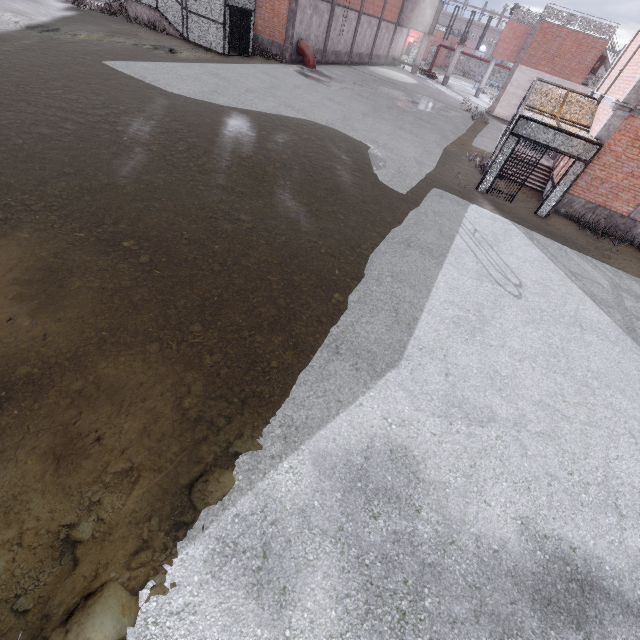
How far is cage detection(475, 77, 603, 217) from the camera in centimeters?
1173cm

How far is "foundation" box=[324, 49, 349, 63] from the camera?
29.4m

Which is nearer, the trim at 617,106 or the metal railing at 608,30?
the trim at 617,106

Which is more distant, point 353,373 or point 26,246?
point 26,246

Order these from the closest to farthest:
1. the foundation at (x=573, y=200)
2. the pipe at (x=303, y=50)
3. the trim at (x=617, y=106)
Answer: the trim at (x=617, y=106) → the foundation at (x=573, y=200) → the pipe at (x=303, y=50)

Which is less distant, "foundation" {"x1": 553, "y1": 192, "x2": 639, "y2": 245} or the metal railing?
"foundation" {"x1": 553, "y1": 192, "x2": 639, "y2": 245}

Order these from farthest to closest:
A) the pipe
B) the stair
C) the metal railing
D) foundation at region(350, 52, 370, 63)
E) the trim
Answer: foundation at region(350, 52, 370, 63) < the metal railing < the pipe < the stair < the trim

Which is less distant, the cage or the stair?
the cage
